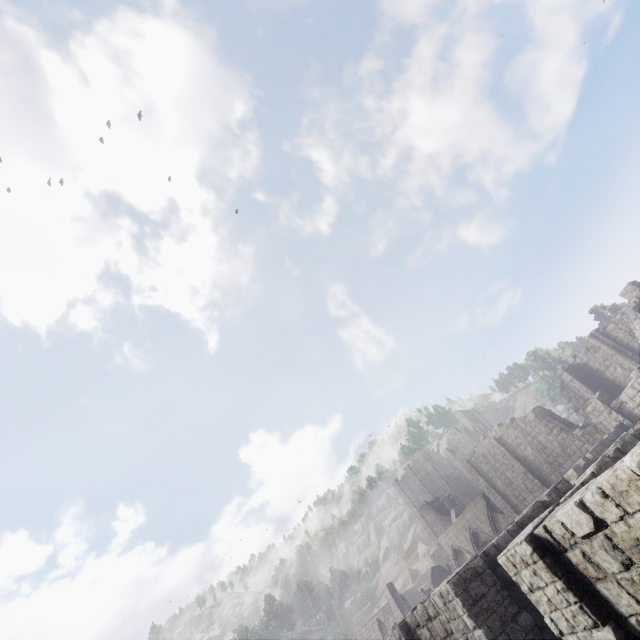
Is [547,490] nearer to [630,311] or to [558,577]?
[558,577]

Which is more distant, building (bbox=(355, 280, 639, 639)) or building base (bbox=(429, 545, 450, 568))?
building base (bbox=(429, 545, 450, 568))

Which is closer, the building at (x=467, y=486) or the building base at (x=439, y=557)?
the building at (x=467, y=486)

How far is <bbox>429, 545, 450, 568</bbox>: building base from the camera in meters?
Result: 53.3 m

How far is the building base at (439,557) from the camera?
53.3m
